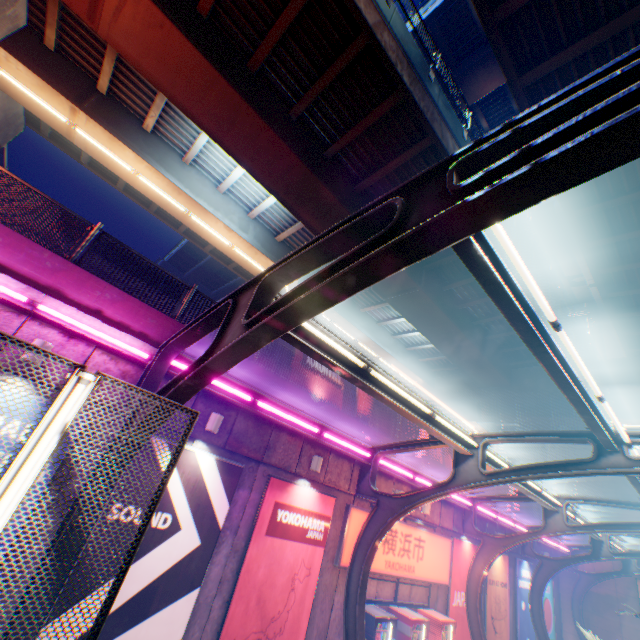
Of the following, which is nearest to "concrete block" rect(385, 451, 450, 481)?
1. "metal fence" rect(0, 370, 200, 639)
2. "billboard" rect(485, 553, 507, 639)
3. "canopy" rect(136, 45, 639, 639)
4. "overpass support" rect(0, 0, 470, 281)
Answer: "metal fence" rect(0, 370, 200, 639)

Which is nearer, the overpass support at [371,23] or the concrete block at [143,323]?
the concrete block at [143,323]

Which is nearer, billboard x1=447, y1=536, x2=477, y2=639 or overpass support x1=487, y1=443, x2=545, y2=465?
billboard x1=447, y1=536, x2=477, y2=639

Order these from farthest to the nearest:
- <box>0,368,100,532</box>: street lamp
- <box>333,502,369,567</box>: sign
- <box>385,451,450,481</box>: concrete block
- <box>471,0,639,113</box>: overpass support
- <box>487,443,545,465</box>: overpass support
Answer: <box>487,443,545,465</box>: overpass support
<box>385,451,450,481</box>: concrete block
<box>333,502,369,567</box>: sign
<box>471,0,639,113</box>: overpass support
<box>0,368,100,532</box>: street lamp

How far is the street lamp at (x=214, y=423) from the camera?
7.5 meters

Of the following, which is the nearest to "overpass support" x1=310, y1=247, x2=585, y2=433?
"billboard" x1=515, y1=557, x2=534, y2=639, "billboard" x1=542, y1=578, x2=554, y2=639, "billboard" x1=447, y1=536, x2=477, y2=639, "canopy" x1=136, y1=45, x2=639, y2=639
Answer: "canopy" x1=136, y1=45, x2=639, y2=639

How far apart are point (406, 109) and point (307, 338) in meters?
9.3 m

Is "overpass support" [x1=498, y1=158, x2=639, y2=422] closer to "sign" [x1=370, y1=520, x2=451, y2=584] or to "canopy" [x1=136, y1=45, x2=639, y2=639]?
"canopy" [x1=136, y1=45, x2=639, y2=639]
